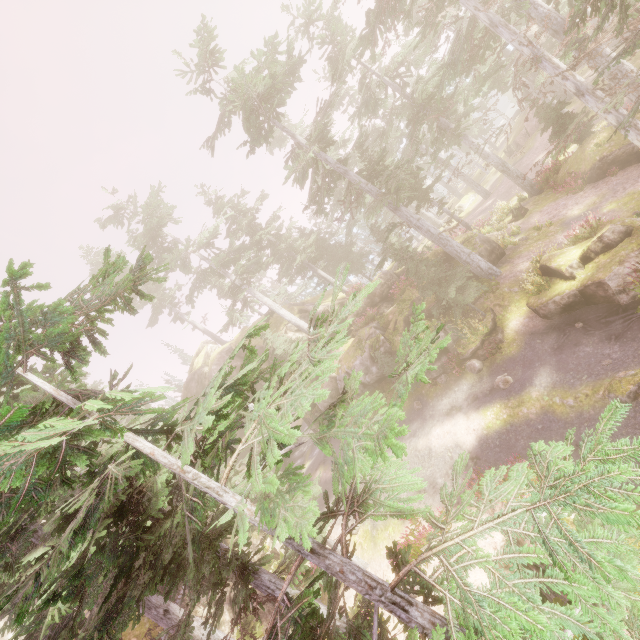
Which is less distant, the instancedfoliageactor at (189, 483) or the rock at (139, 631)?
the instancedfoliageactor at (189, 483)

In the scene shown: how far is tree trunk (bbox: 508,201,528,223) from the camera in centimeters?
2319cm

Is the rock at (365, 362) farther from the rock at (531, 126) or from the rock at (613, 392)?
the rock at (531, 126)

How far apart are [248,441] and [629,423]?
12.66m

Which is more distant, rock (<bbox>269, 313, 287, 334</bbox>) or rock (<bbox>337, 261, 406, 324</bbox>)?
rock (<bbox>269, 313, 287, 334</bbox>)

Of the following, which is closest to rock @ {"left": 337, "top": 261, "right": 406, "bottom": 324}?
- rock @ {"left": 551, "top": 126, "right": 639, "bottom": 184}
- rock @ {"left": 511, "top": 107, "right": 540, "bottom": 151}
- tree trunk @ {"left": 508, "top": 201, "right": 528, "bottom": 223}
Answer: tree trunk @ {"left": 508, "top": 201, "right": 528, "bottom": 223}

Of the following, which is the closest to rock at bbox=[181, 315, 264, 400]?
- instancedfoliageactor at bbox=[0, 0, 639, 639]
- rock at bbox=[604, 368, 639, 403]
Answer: instancedfoliageactor at bbox=[0, 0, 639, 639]

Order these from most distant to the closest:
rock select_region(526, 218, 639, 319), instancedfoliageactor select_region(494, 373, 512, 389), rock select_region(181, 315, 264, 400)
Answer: rock select_region(181, 315, 264, 400), instancedfoliageactor select_region(494, 373, 512, 389), rock select_region(526, 218, 639, 319)
